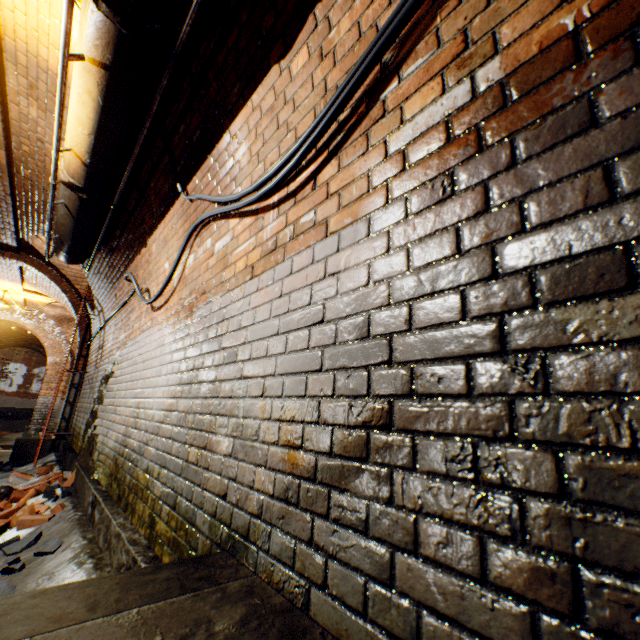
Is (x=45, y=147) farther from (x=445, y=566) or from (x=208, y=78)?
(x=445, y=566)

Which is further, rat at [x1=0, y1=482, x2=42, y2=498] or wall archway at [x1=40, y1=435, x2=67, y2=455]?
wall archway at [x1=40, y1=435, x2=67, y2=455]

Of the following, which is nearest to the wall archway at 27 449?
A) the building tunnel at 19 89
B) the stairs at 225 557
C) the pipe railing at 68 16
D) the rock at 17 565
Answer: the building tunnel at 19 89

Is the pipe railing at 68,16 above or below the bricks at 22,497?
above

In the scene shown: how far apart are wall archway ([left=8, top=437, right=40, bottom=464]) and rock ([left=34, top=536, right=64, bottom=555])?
6.0m

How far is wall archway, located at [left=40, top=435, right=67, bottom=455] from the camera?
7.2 meters
